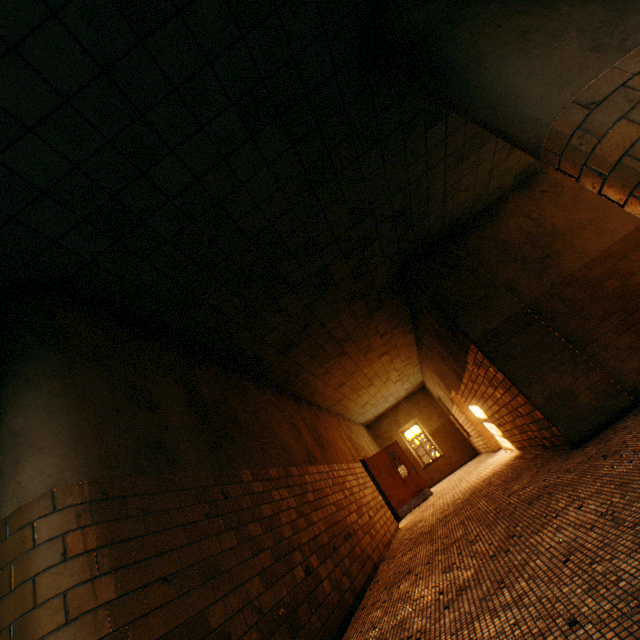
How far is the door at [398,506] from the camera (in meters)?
10.87

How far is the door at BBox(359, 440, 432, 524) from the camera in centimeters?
1087cm

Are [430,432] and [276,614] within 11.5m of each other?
no
